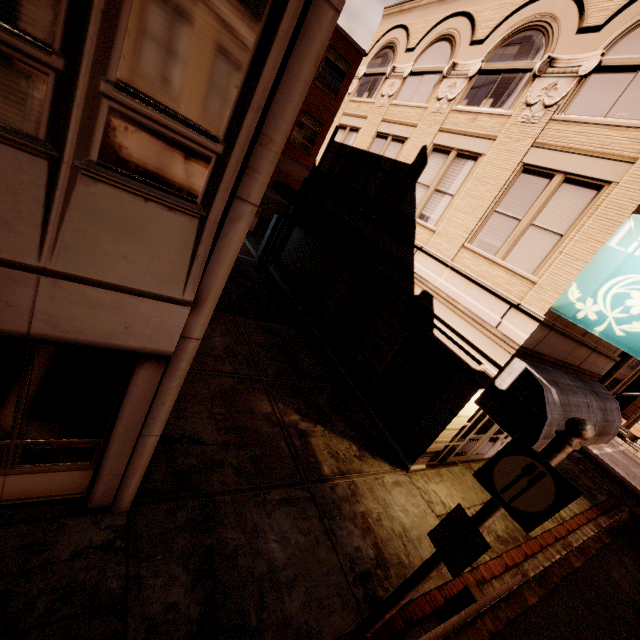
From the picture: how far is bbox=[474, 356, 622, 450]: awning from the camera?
7.00m

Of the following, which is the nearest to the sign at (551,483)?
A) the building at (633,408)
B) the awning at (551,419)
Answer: the awning at (551,419)

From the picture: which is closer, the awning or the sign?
the sign

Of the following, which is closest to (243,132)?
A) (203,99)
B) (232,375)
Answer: (203,99)

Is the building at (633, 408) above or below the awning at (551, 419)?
below

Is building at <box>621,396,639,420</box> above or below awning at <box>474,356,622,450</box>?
below

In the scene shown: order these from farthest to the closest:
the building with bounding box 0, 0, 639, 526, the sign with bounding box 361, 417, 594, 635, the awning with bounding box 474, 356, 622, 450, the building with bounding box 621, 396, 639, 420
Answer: the building with bounding box 621, 396, 639, 420
the awning with bounding box 474, 356, 622, 450
the sign with bounding box 361, 417, 594, 635
the building with bounding box 0, 0, 639, 526

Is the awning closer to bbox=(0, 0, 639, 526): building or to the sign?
bbox=(0, 0, 639, 526): building
